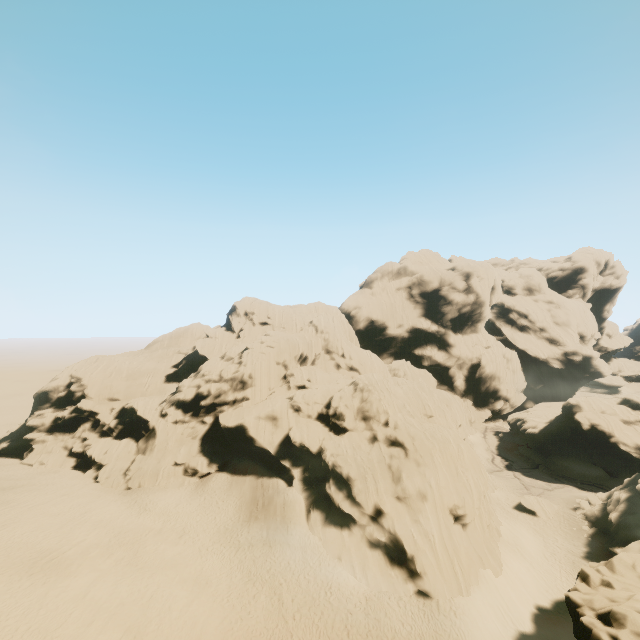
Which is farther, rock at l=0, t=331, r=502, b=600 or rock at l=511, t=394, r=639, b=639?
rock at l=0, t=331, r=502, b=600

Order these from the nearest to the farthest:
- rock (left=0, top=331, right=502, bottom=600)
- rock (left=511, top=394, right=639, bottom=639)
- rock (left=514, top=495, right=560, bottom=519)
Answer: rock (left=511, top=394, right=639, bottom=639), rock (left=0, top=331, right=502, bottom=600), rock (left=514, top=495, right=560, bottom=519)

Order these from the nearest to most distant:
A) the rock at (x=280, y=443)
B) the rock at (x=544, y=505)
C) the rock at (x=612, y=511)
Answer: the rock at (x=612, y=511) → the rock at (x=280, y=443) → the rock at (x=544, y=505)

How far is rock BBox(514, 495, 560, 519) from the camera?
38.44m

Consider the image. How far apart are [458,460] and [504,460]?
29.7m

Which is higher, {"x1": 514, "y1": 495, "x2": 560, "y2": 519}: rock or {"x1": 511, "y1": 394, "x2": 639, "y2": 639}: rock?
{"x1": 511, "y1": 394, "x2": 639, "y2": 639}: rock

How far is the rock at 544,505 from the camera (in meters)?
38.44
